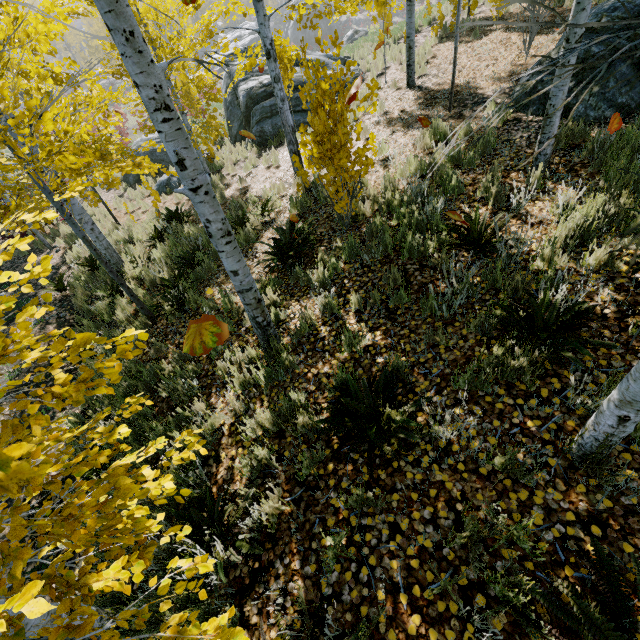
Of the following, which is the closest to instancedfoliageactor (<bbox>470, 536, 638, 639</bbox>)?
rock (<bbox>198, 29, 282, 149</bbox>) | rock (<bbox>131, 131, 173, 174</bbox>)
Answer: rock (<bbox>198, 29, 282, 149</bbox>)

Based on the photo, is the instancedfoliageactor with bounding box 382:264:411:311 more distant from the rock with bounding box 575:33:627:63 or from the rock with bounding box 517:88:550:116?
the rock with bounding box 517:88:550:116

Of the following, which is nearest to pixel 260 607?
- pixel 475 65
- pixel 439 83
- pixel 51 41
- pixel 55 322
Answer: pixel 55 322

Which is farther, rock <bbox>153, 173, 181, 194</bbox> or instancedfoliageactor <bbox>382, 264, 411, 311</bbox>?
rock <bbox>153, 173, 181, 194</bbox>

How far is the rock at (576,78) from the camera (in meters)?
5.14

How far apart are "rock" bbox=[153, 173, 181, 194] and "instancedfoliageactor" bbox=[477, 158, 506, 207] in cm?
1188

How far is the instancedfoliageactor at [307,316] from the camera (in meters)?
3.99

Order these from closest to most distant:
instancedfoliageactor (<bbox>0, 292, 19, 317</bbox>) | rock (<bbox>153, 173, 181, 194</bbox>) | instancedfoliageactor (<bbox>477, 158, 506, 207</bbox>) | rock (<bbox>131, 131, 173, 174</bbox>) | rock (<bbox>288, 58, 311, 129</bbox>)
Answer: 1. instancedfoliageactor (<bbox>0, 292, 19, 317</bbox>)
2. instancedfoliageactor (<bbox>477, 158, 506, 207</bbox>)
3. rock (<bbox>288, 58, 311, 129</bbox>)
4. rock (<bbox>153, 173, 181, 194</bbox>)
5. rock (<bbox>131, 131, 173, 174</bbox>)
